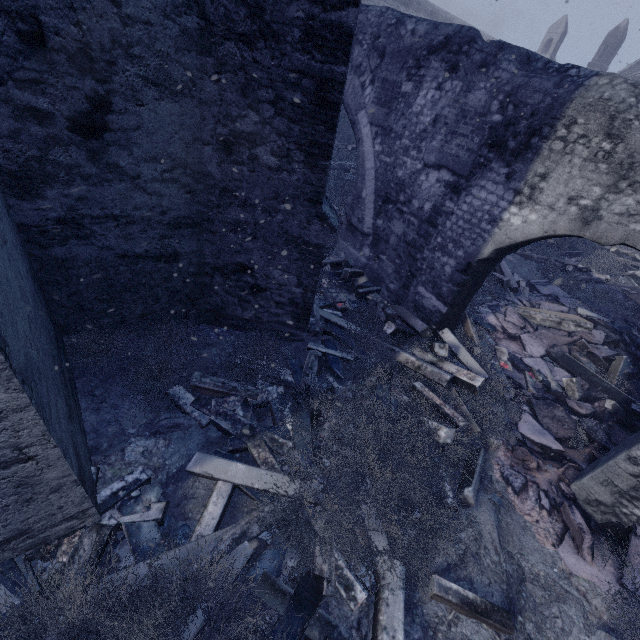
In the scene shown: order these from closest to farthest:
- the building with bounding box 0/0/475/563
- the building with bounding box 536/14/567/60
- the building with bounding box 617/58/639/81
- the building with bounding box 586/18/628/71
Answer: the building with bounding box 0/0/475/563
the building with bounding box 617/58/639/81
the building with bounding box 586/18/628/71
the building with bounding box 536/14/567/60

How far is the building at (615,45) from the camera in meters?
30.0 m

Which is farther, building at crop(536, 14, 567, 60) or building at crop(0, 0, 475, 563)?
building at crop(536, 14, 567, 60)

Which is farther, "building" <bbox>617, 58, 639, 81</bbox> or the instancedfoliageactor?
"building" <bbox>617, 58, 639, 81</bbox>

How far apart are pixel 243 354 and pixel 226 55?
3.5 meters

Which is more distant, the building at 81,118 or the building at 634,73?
the building at 634,73
